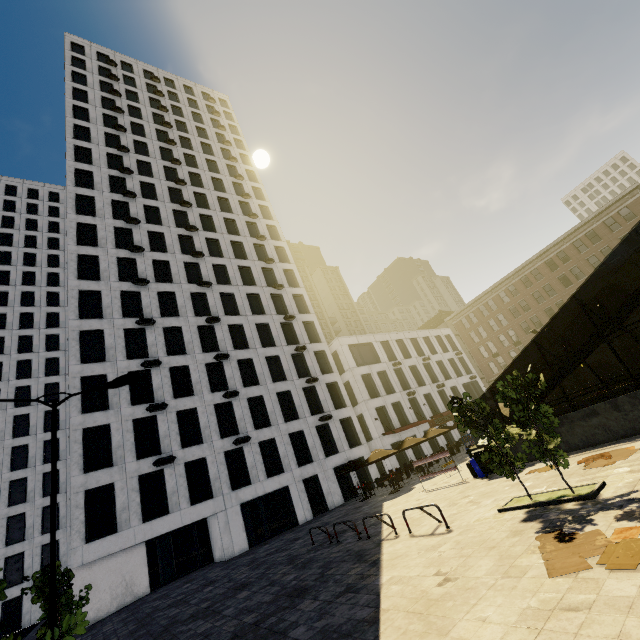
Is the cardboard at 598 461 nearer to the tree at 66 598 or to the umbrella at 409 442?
the tree at 66 598

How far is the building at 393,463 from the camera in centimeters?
3281cm

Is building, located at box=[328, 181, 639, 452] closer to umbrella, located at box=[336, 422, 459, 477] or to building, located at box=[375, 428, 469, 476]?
building, located at box=[375, 428, 469, 476]

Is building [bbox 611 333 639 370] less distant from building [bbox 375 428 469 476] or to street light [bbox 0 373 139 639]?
building [bbox 375 428 469 476]

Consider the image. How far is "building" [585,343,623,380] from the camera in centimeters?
4181cm

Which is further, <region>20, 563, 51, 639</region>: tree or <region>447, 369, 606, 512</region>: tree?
<region>20, 563, 51, 639</region>: tree

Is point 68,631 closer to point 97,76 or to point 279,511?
point 279,511

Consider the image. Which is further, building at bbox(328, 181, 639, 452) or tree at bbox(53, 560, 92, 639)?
building at bbox(328, 181, 639, 452)
